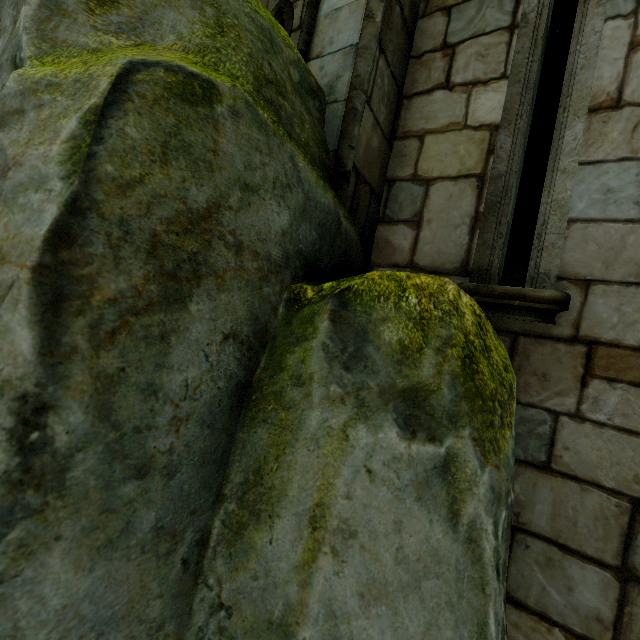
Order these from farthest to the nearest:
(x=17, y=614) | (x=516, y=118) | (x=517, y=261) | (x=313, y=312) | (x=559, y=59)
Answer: (x=517, y=261)
(x=559, y=59)
(x=516, y=118)
(x=313, y=312)
(x=17, y=614)

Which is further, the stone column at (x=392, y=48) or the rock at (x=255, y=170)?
the stone column at (x=392, y=48)

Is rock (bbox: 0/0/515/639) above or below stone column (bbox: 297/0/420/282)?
below

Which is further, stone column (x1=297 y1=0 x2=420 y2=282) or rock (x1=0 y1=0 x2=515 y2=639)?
stone column (x1=297 y1=0 x2=420 y2=282)

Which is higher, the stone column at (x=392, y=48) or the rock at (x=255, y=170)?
the stone column at (x=392, y=48)
